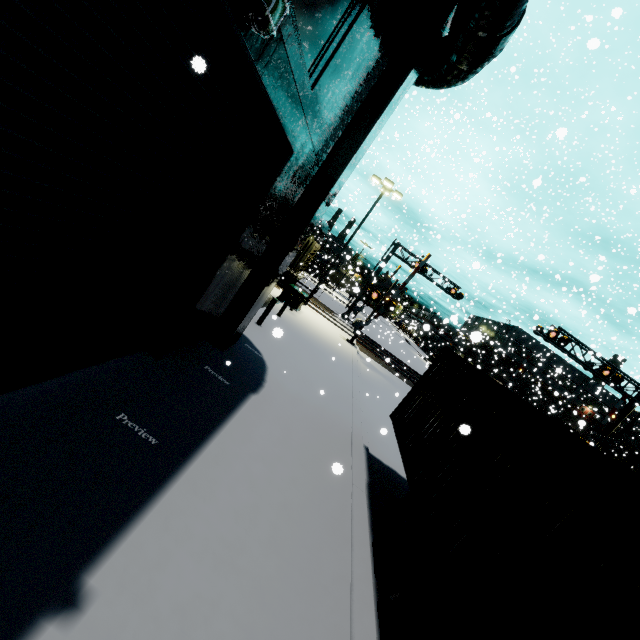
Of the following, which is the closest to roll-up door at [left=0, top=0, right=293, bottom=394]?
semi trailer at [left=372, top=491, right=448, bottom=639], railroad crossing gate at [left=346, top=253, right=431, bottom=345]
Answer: semi trailer at [left=372, top=491, right=448, bottom=639]

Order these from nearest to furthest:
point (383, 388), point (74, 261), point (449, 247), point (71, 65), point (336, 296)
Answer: point (71, 65) → point (74, 261) → point (383, 388) → point (449, 247) → point (336, 296)

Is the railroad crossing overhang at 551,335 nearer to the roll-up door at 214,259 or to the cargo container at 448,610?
the cargo container at 448,610

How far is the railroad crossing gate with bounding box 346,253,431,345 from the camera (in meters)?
20.23

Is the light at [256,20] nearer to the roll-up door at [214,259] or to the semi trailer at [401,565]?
the roll-up door at [214,259]

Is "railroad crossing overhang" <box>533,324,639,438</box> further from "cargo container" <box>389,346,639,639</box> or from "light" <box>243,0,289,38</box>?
"light" <box>243,0,289,38</box>

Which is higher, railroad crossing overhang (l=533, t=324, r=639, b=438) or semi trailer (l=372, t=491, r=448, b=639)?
railroad crossing overhang (l=533, t=324, r=639, b=438)

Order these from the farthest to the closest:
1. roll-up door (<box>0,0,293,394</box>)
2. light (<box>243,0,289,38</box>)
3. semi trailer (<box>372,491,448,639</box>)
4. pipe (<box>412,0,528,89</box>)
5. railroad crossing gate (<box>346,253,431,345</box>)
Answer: railroad crossing gate (<box>346,253,431,345</box>), pipe (<box>412,0,528,89</box>), semi trailer (<box>372,491,448,639</box>), light (<box>243,0,289,38</box>), roll-up door (<box>0,0,293,394</box>)
